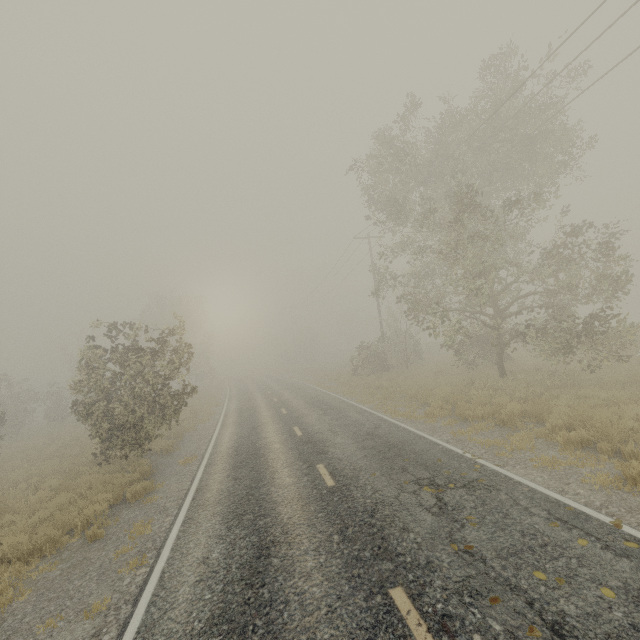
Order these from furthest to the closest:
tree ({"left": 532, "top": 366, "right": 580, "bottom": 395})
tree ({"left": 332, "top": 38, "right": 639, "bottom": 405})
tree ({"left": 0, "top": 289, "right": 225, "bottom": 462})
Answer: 1. tree ({"left": 532, "top": 366, "right": 580, "bottom": 395})
2. tree ({"left": 332, "top": 38, "right": 639, "bottom": 405})
3. tree ({"left": 0, "top": 289, "right": 225, "bottom": 462})

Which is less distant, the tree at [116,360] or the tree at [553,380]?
the tree at [116,360]

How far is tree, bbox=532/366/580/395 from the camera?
12.8 meters

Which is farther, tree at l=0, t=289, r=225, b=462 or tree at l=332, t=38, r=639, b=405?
tree at l=332, t=38, r=639, b=405

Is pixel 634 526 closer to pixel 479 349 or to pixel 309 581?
pixel 309 581

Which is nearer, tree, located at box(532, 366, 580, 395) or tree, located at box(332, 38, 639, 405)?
tree, located at box(332, 38, 639, 405)

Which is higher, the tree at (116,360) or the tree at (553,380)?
the tree at (116,360)
